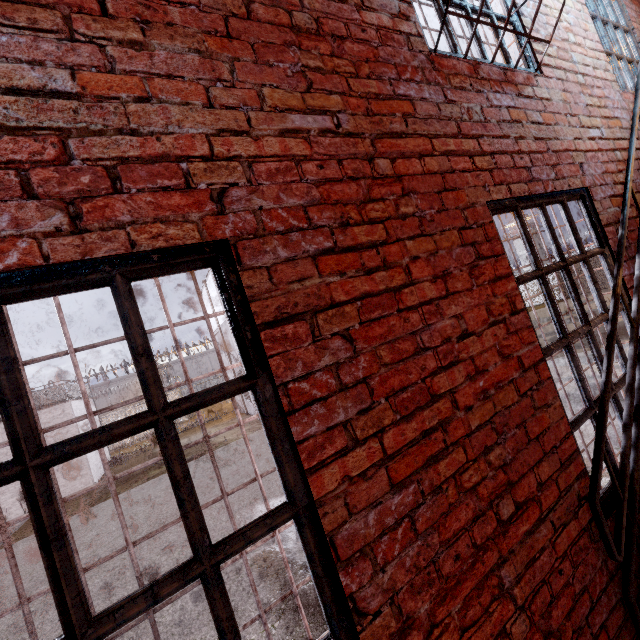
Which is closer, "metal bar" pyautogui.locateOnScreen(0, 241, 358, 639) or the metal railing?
"metal bar" pyautogui.locateOnScreen(0, 241, 358, 639)

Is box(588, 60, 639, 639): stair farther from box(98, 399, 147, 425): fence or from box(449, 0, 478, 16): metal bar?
box(98, 399, 147, 425): fence

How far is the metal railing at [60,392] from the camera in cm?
1467

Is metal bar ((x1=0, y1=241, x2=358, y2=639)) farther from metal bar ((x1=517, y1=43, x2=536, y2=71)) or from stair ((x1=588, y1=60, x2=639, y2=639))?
metal bar ((x1=517, y1=43, x2=536, y2=71))

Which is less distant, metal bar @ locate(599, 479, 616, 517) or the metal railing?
metal bar @ locate(599, 479, 616, 517)

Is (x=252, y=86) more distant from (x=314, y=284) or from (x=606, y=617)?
(x=606, y=617)

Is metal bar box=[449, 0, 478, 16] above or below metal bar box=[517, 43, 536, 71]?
above

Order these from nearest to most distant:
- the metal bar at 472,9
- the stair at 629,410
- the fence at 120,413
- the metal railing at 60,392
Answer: the stair at 629,410
the metal bar at 472,9
the metal railing at 60,392
the fence at 120,413
